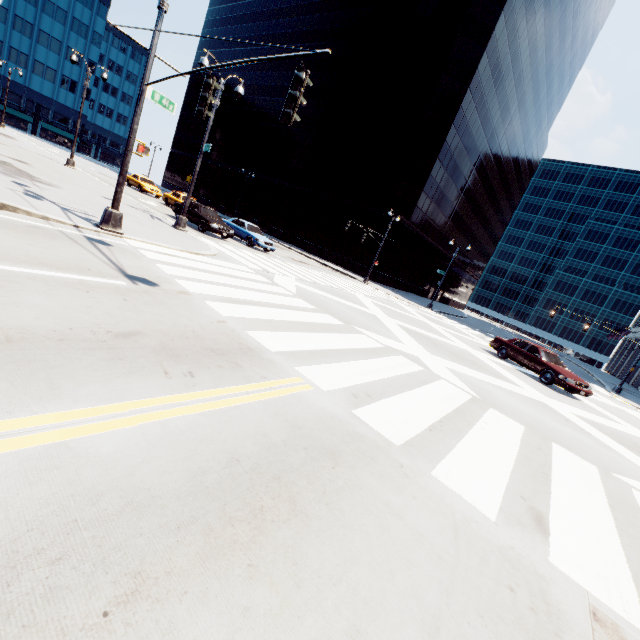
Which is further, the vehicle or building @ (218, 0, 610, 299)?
building @ (218, 0, 610, 299)

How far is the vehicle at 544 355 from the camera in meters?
14.3

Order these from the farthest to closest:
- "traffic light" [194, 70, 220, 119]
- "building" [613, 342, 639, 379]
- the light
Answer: "building" [613, 342, 639, 379] → "traffic light" [194, 70, 220, 119] → the light

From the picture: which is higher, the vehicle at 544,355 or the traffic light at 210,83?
the traffic light at 210,83

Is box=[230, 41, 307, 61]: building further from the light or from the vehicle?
the light

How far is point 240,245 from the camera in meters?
20.8

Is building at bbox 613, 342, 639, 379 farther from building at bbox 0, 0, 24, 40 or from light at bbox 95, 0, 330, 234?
building at bbox 0, 0, 24, 40

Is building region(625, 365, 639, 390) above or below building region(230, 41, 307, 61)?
below
